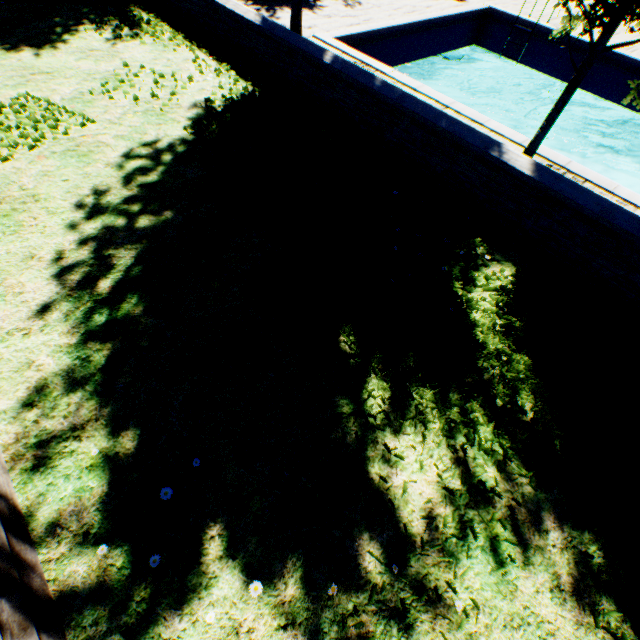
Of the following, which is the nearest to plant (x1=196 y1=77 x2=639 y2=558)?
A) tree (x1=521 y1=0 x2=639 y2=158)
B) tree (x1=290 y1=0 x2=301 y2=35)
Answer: tree (x1=290 y1=0 x2=301 y2=35)

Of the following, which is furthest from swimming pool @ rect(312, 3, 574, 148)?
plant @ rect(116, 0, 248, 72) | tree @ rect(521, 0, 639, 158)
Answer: plant @ rect(116, 0, 248, 72)

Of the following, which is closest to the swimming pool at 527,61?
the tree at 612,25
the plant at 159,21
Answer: the tree at 612,25

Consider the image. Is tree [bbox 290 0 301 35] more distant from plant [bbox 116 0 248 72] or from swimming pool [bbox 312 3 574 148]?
plant [bbox 116 0 248 72]

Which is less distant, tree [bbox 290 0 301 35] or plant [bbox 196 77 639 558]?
plant [bbox 196 77 639 558]

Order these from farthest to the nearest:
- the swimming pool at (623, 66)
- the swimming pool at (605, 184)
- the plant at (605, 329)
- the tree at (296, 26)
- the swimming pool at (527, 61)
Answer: the swimming pool at (623, 66), the swimming pool at (527, 61), the tree at (296, 26), the swimming pool at (605, 184), the plant at (605, 329)

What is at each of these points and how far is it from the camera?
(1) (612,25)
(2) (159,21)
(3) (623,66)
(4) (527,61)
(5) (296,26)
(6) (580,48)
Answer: (1) tree, 3.10m
(2) plant, 7.55m
(3) swimming pool, 9.51m
(4) swimming pool, 11.08m
(5) tree, 6.64m
(6) swimming pool, 9.98m
